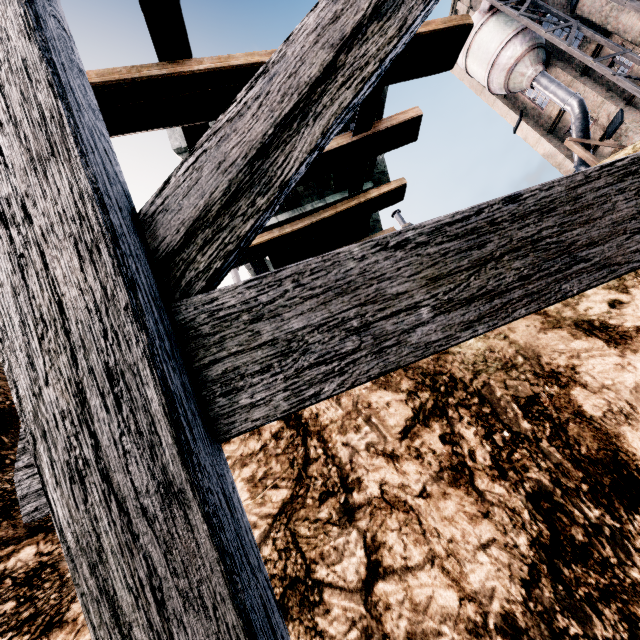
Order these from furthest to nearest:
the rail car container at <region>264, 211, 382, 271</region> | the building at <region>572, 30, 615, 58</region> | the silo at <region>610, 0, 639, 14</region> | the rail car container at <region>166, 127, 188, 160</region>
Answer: the building at <region>572, 30, 615, 58</region>
the silo at <region>610, 0, 639, 14</region>
the rail car container at <region>264, 211, 382, 271</region>
the rail car container at <region>166, 127, 188, 160</region>

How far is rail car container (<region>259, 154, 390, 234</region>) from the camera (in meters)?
7.53

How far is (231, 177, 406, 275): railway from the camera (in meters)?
7.66

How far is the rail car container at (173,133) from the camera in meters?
6.7

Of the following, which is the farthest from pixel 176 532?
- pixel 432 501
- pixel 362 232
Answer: pixel 362 232

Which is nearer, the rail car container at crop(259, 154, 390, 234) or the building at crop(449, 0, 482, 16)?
the rail car container at crop(259, 154, 390, 234)

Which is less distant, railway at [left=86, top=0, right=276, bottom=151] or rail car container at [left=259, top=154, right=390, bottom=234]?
railway at [left=86, top=0, right=276, bottom=151]

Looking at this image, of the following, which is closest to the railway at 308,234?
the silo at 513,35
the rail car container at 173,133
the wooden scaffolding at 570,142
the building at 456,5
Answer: the rail car container at 173,133
